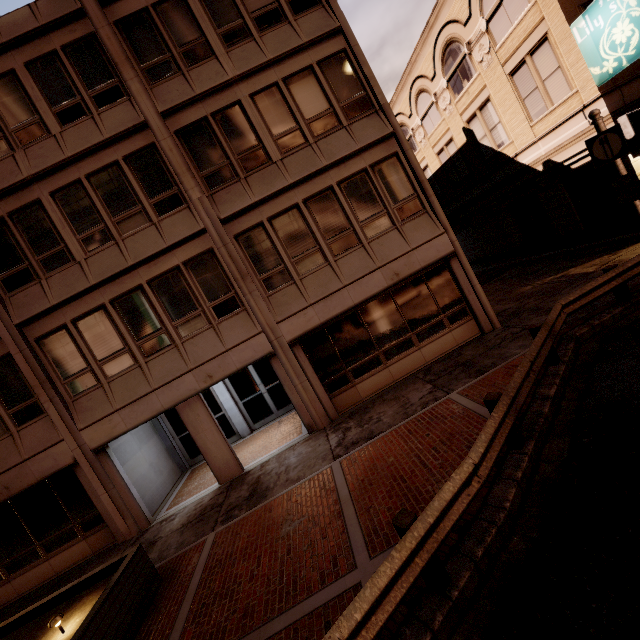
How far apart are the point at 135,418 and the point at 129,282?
4.3 meters

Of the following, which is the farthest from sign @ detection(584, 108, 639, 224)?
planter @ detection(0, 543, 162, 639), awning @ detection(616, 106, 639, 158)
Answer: planter @ detection(0, 543, 162, 639)

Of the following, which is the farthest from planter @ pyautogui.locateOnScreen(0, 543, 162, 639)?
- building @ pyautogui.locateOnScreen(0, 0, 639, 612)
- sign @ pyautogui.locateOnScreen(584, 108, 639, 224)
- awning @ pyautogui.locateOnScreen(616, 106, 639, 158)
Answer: awning @ pyautogui.locateOnScreen(616, 106, 639, 158)

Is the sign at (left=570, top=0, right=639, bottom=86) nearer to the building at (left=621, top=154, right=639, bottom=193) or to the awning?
the building at (left=621, top=154, right=639, bottom=193)

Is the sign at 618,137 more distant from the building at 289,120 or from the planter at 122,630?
the planter at 122,630

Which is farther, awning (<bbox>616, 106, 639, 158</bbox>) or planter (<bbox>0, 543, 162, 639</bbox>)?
awning (<bbox>616, 106, 639, 158</bbox>)

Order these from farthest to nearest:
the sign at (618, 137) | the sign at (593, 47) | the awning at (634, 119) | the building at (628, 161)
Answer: the building at (628, 161)
the awning at (634, 119)
the sign at (593, 47)
the sign at (618, 137)
